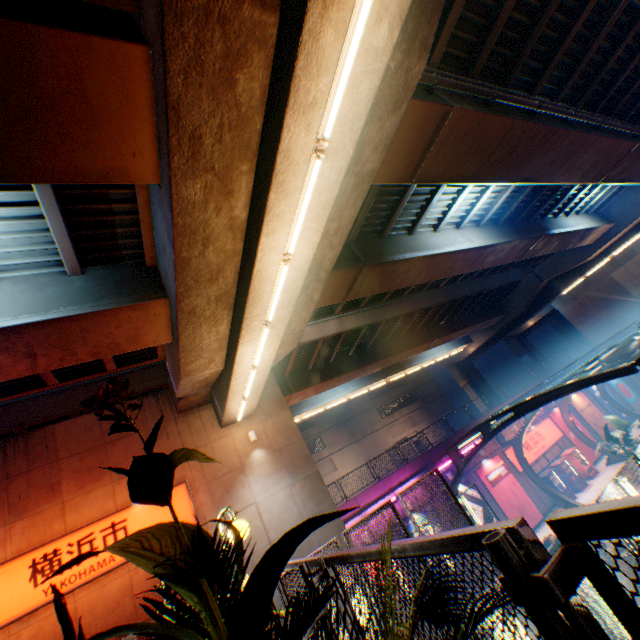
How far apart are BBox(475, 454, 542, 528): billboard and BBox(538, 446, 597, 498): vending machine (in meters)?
3.40

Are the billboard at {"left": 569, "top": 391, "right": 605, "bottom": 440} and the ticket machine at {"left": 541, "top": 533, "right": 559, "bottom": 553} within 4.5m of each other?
no

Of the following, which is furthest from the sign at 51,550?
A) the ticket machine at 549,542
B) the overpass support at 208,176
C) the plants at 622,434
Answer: the plants at 622,434

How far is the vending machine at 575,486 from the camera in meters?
21.8

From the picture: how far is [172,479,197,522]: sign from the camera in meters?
11.9

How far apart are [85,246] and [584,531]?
10.0m

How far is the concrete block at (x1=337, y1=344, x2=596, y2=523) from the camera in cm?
1817

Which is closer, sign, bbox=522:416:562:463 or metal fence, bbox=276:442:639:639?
metal fence, bbox=276:442:639:639
